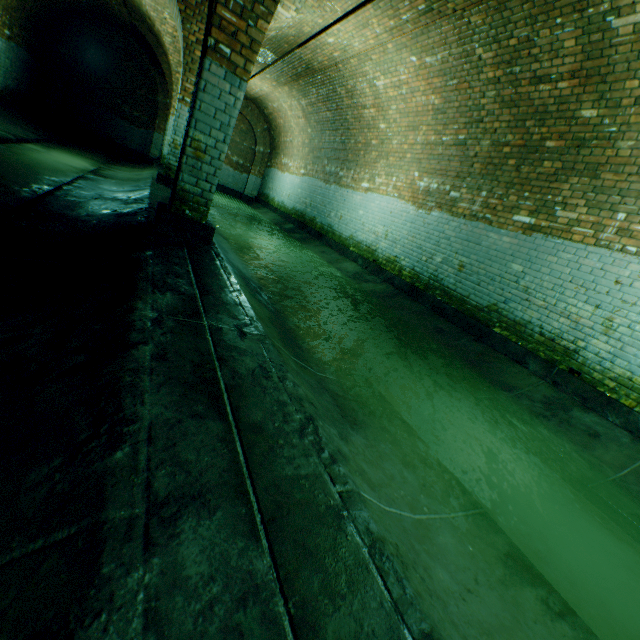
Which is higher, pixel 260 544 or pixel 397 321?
pixel 260 544
